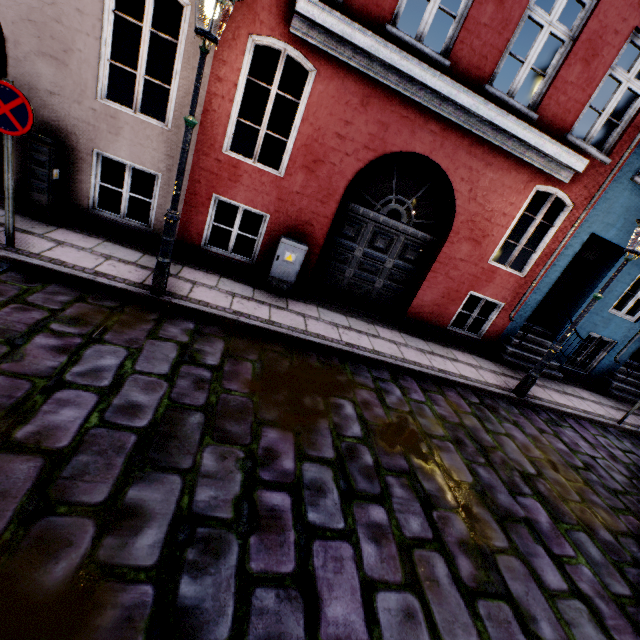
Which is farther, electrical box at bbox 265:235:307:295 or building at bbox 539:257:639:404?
building at bbox 539:257:639:404

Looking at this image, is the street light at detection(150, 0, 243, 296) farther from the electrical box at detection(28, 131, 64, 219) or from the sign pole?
the electrical box at detection(28, 131, 64, 219)

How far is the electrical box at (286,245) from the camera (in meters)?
6.13

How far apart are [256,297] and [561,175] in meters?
6.6

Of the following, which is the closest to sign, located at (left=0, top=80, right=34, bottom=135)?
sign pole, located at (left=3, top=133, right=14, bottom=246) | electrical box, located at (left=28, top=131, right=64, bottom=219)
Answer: sign pole, located at (left=3, top=133, right=14, bottom=246)

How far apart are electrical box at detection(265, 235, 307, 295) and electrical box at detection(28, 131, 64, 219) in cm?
378

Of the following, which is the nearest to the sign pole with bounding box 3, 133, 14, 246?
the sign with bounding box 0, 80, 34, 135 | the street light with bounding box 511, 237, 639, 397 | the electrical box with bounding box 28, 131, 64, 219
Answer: the sign with bounding box 0, 80, 34, 135

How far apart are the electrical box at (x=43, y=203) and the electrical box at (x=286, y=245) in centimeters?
378cm
